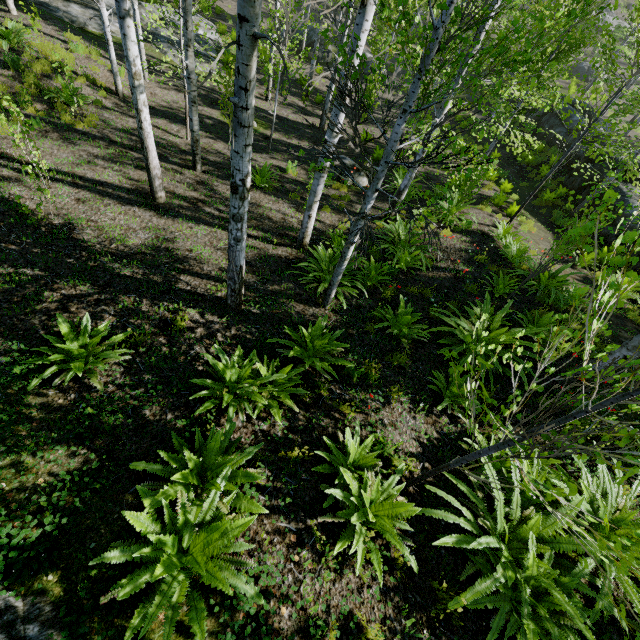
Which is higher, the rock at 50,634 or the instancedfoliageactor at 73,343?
the rock at 50,634

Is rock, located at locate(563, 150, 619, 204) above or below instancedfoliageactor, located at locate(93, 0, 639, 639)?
below

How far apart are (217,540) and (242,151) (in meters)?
3.55

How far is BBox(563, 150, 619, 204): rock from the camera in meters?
13.0

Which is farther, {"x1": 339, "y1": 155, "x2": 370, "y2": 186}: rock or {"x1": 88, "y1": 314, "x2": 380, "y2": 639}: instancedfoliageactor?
{"x1": 339, "y1": 155, "x2": 370, "y2": 186}: rock

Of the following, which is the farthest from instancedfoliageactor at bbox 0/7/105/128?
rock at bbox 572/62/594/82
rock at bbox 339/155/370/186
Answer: rock at bbox 572/62/594/82

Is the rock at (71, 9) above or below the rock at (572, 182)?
below

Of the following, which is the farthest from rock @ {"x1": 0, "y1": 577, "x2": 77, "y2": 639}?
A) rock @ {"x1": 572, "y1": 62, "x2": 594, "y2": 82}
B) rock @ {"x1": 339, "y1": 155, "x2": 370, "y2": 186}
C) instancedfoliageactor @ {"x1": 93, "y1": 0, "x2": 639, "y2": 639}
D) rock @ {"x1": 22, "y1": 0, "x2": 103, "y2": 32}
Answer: rock @ {"x1": 572, "y1": 62, "x2": 594, "y2": 82}
